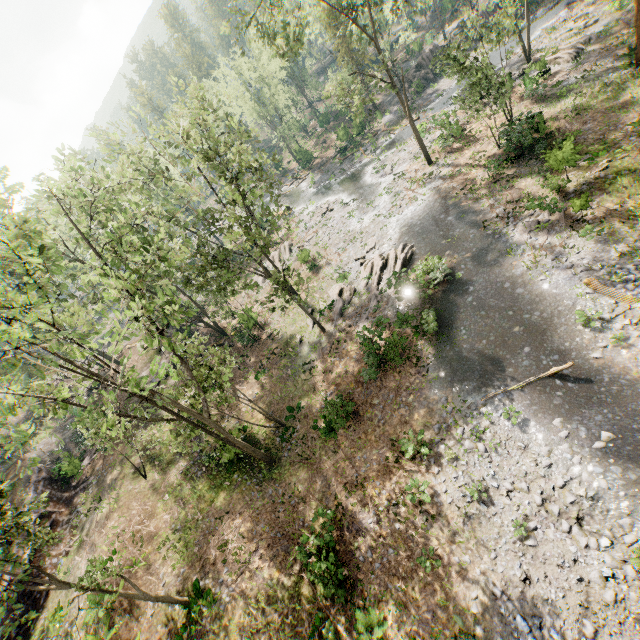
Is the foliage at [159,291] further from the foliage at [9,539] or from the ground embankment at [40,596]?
the foliage at [9,539]

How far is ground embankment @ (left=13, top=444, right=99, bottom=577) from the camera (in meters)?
20.36

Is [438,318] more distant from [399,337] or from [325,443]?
[325,443]

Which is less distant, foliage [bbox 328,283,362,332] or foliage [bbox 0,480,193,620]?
foliage [bbox 0,480,193,620]

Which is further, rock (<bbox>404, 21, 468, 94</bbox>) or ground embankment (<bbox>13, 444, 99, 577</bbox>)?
rock (<bbox>404, 21, 468, 94</bbox>)

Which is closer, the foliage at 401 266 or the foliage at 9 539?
the foliage at 9 539

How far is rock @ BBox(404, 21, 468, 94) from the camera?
44.56m

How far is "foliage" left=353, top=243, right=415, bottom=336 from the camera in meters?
21.5
